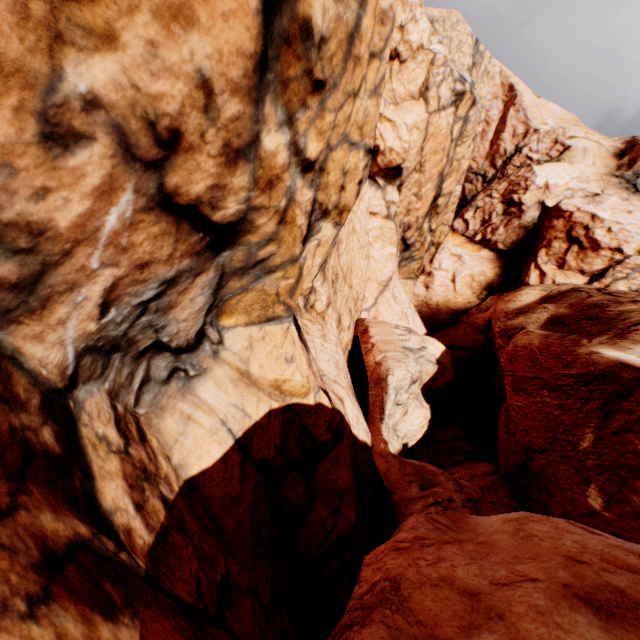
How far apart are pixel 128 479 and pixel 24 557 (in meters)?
2.85
